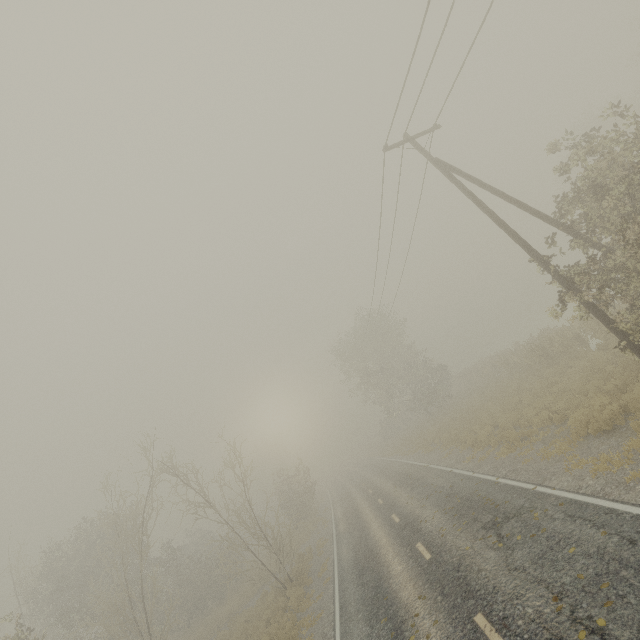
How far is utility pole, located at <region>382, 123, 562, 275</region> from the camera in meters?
10.9 m

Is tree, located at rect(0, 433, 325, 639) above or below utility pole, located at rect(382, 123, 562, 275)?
below

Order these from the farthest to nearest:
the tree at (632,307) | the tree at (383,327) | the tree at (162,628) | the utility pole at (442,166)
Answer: the tree at (383,327) → the tree at (162,628) → the utility pole at (442,166) → the tree at (632,307)

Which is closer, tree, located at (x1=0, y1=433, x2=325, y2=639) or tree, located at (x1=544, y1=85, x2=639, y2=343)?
tree, located at (x1=544, y1=85, x2=639, y2=343)

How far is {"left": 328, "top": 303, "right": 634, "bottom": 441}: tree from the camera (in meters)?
18.58

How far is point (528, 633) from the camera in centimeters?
541cm

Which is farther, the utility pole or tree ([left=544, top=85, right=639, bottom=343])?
the utility pole

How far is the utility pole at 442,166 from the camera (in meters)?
10.94
